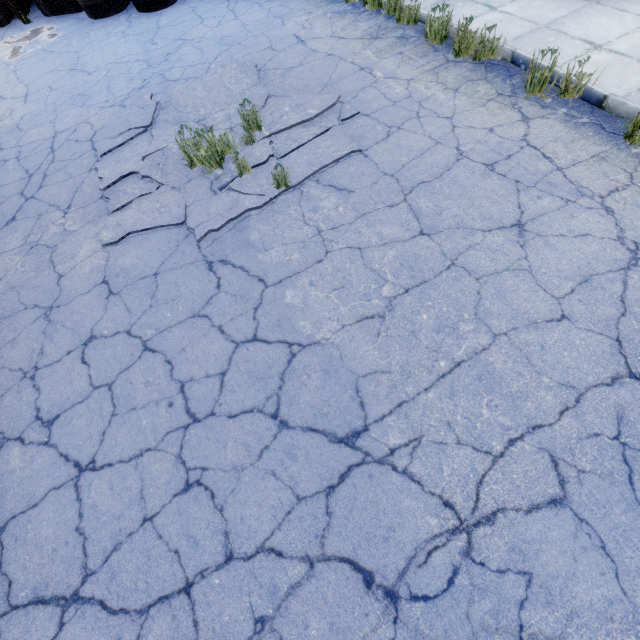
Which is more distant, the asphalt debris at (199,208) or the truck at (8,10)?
the truck at (8,10)

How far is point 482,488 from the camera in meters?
2.1 m

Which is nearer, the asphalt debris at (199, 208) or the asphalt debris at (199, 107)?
the asphalt debris at (199, 208)

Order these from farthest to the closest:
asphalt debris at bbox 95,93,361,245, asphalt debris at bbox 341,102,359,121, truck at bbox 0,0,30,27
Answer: truck at bbox 0,0,30,27 → asphalt debris at bbox 341,102,359,121 → asphalt debris at bbox 95,93,361,245

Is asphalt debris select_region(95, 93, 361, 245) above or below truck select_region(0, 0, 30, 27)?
below

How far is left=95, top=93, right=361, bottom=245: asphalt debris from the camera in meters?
3.9
